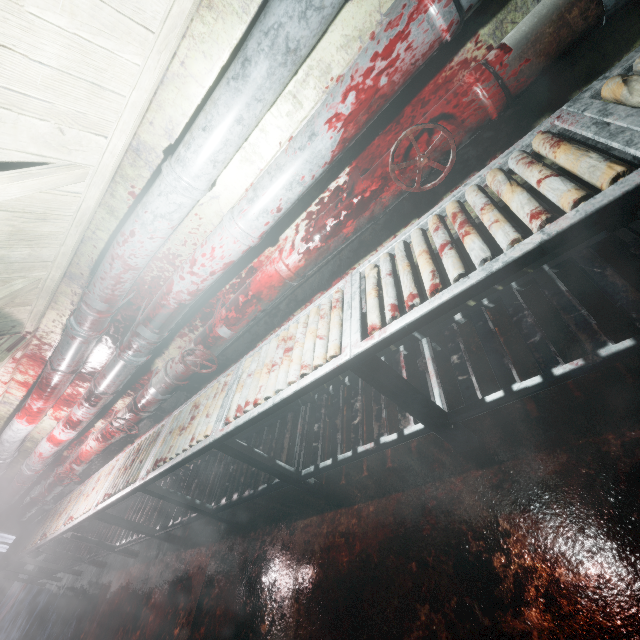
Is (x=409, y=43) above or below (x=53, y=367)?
below

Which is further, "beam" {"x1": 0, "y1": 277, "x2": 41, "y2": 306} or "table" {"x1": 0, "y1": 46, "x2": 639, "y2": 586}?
"beam" {"x1": 0, "y1": 277, "x2": 41, "y2": 306}

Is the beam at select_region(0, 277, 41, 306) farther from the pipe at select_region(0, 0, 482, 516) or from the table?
the table

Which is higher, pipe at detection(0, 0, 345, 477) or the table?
pipe at detection(0, 0, 345, 477)

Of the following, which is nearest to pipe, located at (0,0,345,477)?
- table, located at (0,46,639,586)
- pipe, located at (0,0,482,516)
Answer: pipe, located at (0,0,482,516)

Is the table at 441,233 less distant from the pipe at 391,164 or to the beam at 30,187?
the pipe at 391,164

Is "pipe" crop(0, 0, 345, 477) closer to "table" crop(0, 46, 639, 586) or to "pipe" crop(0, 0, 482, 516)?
"pipe" crop(0, 0, 482, 516)
